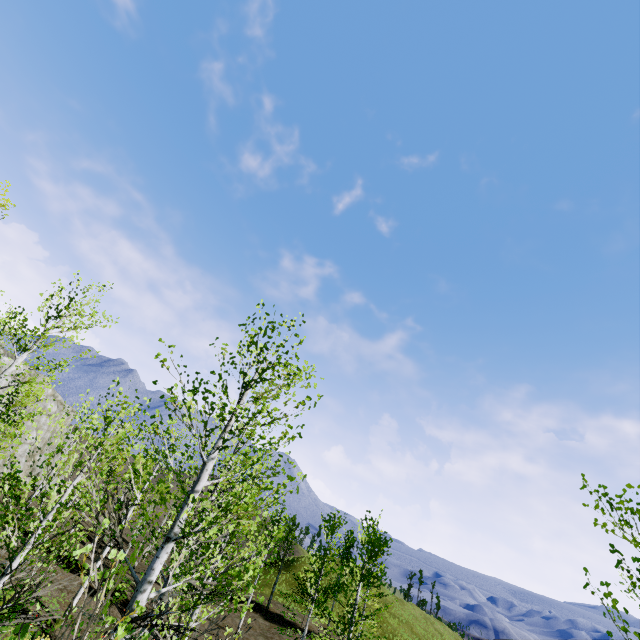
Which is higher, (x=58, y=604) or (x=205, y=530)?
(x=205, y=530)
